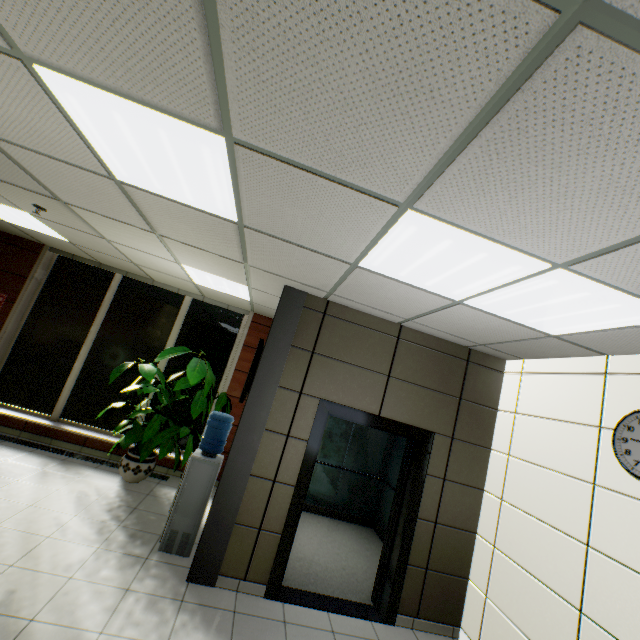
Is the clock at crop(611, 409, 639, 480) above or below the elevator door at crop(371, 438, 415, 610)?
above

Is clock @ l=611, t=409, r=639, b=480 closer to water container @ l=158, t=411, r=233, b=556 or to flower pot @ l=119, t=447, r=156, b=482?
water container @ l=158, t=411, r=233, b=556

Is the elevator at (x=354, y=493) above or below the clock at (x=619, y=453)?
below

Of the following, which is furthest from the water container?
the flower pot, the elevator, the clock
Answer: the clock

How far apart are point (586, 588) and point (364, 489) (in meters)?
3.97

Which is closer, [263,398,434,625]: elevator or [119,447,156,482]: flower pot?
[263,398,434,625]: elevator

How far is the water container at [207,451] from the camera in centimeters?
362cm

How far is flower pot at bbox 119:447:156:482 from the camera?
4.92m
